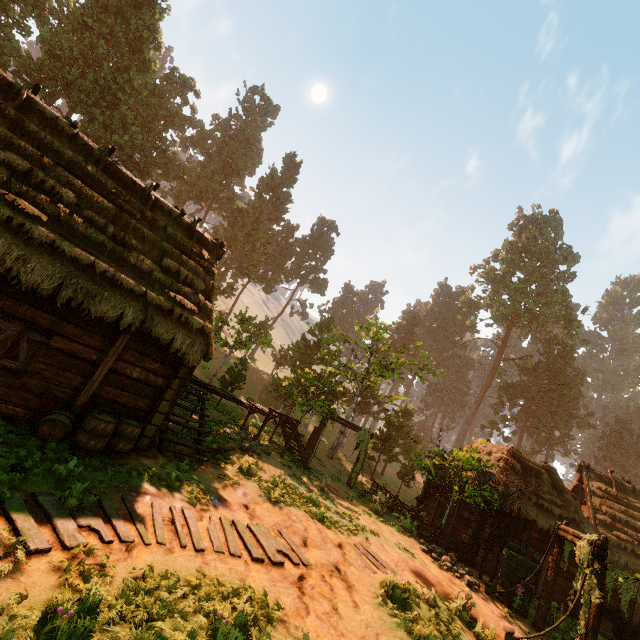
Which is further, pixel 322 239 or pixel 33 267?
pixel 322 239

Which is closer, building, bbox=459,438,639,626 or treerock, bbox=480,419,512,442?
building, bbox=459,438,639,626

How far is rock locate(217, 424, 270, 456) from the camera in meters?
13.7

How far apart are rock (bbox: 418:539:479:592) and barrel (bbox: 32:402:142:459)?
12.22m

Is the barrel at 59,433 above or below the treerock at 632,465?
below

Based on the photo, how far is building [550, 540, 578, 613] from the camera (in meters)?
15.82

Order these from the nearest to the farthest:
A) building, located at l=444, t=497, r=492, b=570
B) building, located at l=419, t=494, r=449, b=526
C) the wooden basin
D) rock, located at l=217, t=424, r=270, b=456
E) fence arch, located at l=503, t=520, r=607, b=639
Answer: fence arch, located at l=503, t=520, r=607, b=639 < rock, located at l=217, t=424, r=270, b=456 < the wooden basin < building, located at l=444, t=497, r=492, b=570 < building, located at l=419, t=494, r=449, b=526

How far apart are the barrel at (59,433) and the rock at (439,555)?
12.2m
